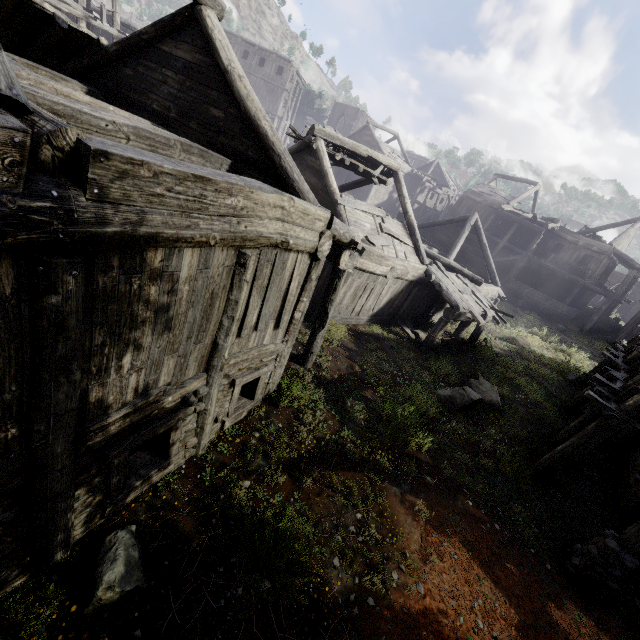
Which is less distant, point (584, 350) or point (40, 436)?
point (40, 436)

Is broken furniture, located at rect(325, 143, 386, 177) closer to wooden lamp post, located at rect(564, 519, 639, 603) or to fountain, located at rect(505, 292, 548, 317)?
wooden lamp post, located at rect(564, 519, 639, 603)

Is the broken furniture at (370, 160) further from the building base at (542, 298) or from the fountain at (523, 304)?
the building base at (542, 298)

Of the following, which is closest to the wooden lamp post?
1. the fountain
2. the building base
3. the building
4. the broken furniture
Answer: the building

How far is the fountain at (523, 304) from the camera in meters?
26.3

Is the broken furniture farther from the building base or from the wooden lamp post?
the building base

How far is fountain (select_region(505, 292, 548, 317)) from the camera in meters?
26.3 m

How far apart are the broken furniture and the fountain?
18.9 meters
